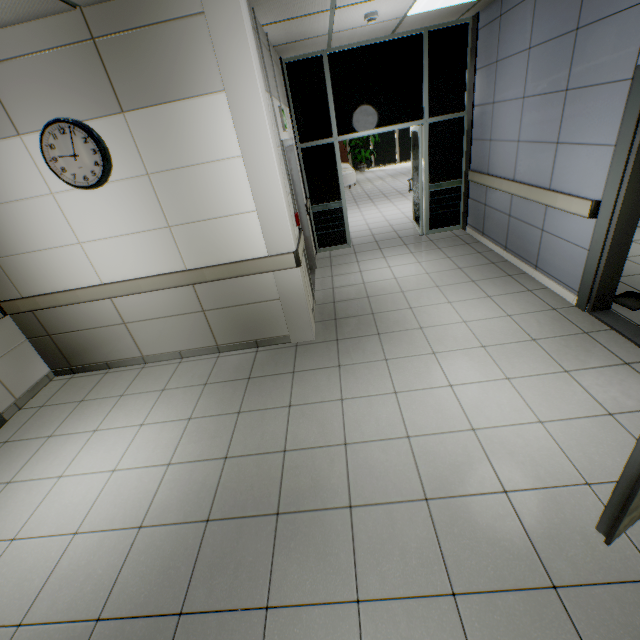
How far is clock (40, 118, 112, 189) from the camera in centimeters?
280cm

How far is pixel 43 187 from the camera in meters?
3.1

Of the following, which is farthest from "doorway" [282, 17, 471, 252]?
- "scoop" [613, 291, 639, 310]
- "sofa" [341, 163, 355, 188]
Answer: "sofa" [341, 163, 355, 188]

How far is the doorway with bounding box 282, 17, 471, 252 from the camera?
5.2m

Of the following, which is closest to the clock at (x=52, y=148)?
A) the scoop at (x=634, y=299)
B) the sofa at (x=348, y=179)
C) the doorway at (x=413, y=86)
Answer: the doorway at (x=413, y=86)

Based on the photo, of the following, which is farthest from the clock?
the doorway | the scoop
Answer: the scoop

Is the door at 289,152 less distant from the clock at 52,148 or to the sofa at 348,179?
the clock at 52,148

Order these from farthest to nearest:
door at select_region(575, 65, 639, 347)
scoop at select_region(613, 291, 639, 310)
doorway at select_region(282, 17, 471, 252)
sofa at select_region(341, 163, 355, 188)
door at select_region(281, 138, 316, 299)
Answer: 1. sofa at select_region(341, 163, 355, 188)
2. doorway at select_region(282, 17, 471, 252)
3. door at select_region(281, 138, 316, 299)
4. scoop at select_region(613, 291, 639, 310)
5. door at select_region(575, 65, 639, 347)
